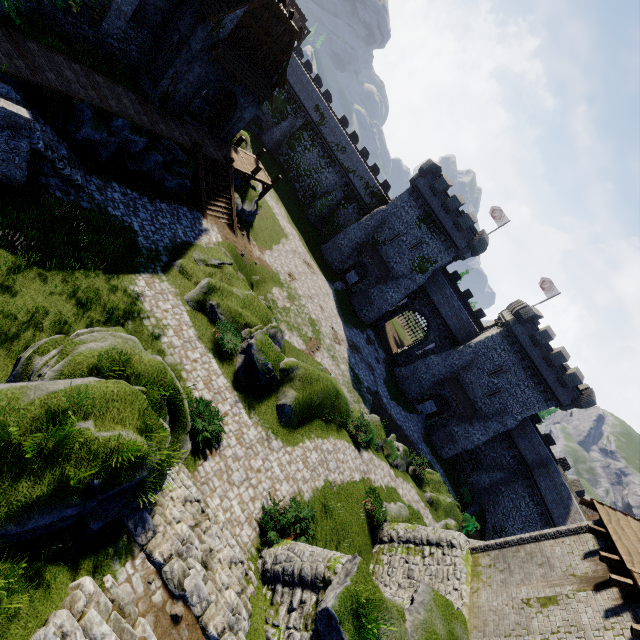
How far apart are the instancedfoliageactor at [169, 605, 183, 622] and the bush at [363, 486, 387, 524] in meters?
11.6

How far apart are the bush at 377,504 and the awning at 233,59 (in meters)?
25.56

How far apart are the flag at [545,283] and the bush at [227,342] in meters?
39.9 m

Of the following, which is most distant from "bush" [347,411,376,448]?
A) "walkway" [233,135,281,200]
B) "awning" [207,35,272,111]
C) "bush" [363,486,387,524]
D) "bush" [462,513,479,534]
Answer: "awning" [207,35,272,111]

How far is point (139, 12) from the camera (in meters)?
17.95

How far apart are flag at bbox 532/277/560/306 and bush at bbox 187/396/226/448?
42.6 meters

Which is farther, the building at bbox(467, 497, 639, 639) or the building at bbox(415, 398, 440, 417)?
the building at bbox(415, 398, 440, 417)

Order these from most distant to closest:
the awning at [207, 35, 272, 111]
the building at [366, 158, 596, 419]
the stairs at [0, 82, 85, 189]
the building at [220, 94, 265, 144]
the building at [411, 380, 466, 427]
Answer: the building at [411, 380, 466, 427], the building at [366, 158, 596, 419], the building at [220, 94, 265, 144], the awning at [207, 35, 272, 111], the stairs at [0, 82, 85, 189]
